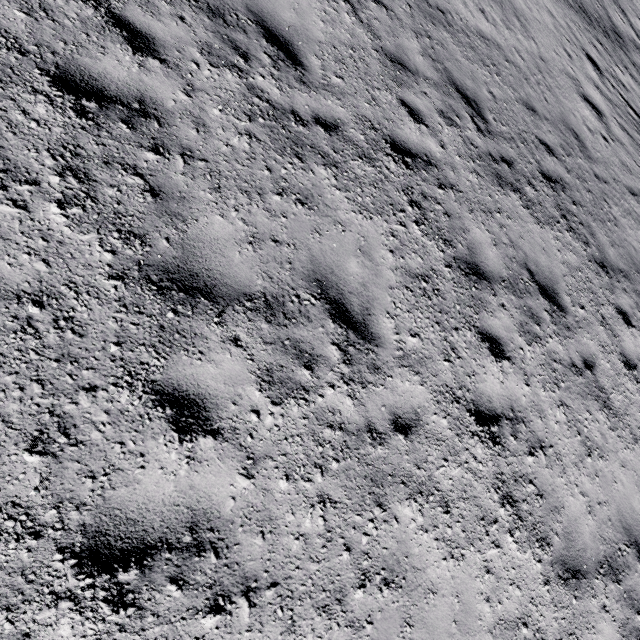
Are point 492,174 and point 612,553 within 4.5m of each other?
no
